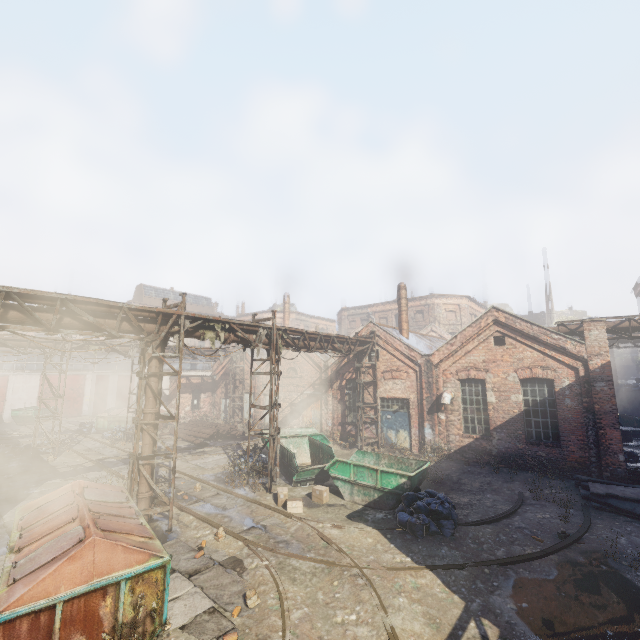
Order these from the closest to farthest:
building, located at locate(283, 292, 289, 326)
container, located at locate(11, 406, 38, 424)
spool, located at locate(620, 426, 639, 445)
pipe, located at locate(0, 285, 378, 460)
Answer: pipe, located at locate(0, 285, 378, 460) → spool, located at locate(620, 426, 639, 445) → container, located at locate(11, 406, 38, 424) → building, located at locate(283, 292, 289, 326)

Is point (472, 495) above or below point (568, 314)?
below

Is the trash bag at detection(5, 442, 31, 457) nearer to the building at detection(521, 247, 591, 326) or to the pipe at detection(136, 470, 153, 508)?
the pipe at detection(136, 470, 153, 508)

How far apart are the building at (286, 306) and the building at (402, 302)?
15.0m

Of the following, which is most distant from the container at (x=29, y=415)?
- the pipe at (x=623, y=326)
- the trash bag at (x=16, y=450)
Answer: the pipe at (x=623, y=326)

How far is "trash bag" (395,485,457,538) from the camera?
8.9m

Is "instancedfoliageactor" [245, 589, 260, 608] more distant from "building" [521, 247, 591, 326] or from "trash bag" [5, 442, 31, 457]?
"building" [521, 247, 591, 326]

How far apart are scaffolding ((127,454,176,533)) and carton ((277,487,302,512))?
3.35m
